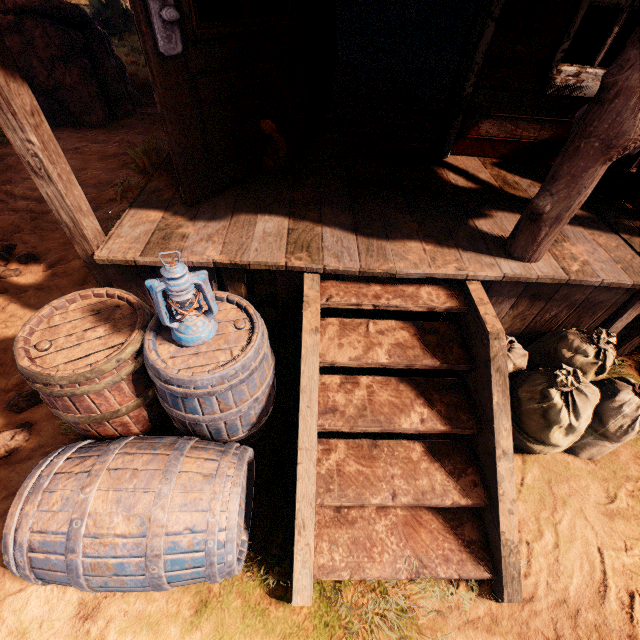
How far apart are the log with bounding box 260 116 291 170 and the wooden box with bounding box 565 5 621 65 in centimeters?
900cm

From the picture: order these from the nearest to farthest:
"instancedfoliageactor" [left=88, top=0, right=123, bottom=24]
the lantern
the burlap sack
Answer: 1. the lantern
2. the burlap sack
3. "instancedfoliageactor" [left=88, top=0, right=123, bottom=24]

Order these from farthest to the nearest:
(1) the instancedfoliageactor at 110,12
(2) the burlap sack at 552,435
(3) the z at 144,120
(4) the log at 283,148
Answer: (1) the instancedfoliageactor at 110,12 → (3) the z at 144,120 → (4) the log at 283,148 → (2) the burlap sack at 552,435

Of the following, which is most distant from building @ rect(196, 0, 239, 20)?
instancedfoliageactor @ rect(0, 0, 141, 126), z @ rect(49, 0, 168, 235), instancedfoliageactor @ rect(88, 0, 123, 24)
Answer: instancedfoliageactor @ rect(88, 0, 123, 24)

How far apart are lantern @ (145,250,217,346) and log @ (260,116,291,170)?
1.8 meters

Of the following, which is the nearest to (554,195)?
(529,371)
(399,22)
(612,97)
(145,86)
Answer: (612,97)

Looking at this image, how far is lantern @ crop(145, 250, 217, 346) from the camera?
1.4m

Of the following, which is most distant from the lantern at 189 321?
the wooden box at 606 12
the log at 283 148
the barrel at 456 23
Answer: the wooden box at 606 12
